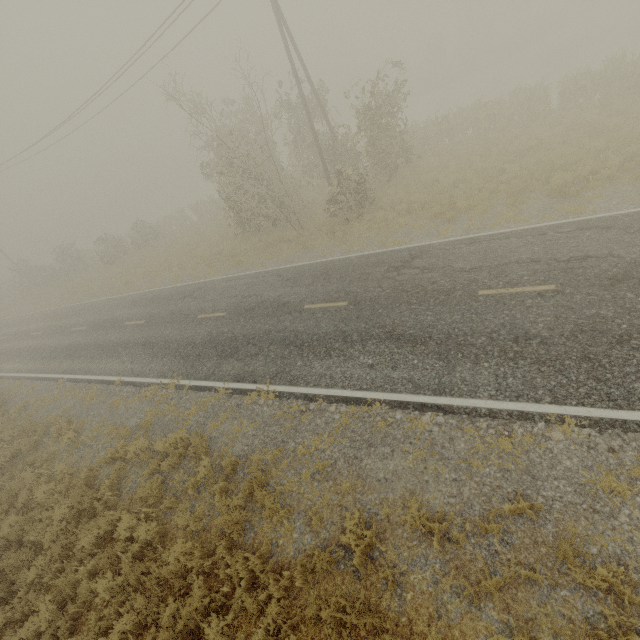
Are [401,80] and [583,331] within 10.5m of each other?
no
